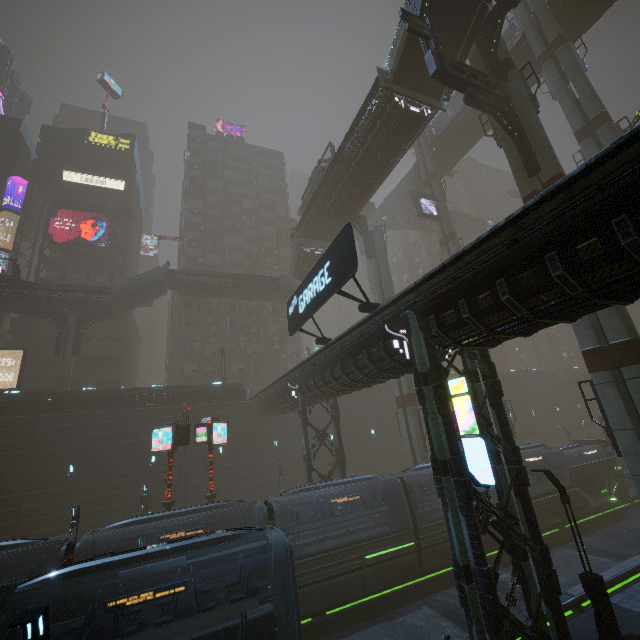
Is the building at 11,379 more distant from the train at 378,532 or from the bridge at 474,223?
the bridge at 474,223

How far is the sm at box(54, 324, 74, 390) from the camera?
31.2 meters

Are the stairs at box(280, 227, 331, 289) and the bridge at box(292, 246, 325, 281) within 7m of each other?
yes

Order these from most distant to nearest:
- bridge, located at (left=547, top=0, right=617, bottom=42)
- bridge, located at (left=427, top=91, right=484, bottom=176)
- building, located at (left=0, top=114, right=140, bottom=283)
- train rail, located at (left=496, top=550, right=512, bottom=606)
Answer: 1. building, located at (left=0, top=114, right=140, bottom=283)
2. bridge, located at (left=427, top=91, right=484, bottom=176)
3. bridge, located at (left=547, top=0, right=617, bottom=42)
4. train rail, located at (left=496, top=550, right=512, bottom=606)

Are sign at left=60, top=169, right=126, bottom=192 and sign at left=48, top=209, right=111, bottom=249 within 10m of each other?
yes

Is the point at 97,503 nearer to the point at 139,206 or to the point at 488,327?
the point at 488,327

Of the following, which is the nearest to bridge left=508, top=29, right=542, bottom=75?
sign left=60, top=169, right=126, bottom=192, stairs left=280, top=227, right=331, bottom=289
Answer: stairs left=280, top=227, right=331, bottom=289

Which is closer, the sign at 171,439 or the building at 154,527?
the sign at 171,439
